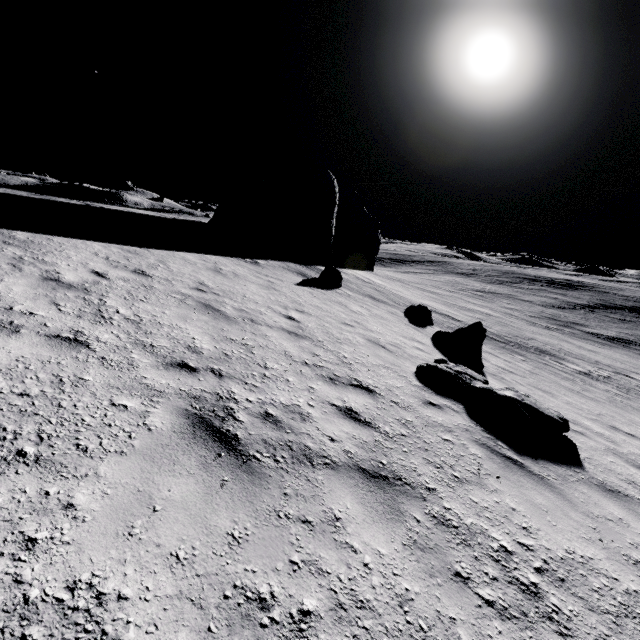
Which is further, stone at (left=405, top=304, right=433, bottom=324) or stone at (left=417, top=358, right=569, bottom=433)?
stone at (left=405, top=304, right=433, bottom=324)

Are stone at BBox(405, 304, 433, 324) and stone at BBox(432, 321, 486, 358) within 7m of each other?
yes

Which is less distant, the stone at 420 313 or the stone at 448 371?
the stone at 448 371

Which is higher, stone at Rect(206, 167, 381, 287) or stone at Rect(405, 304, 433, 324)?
stone at Rect(206, 167, 381, 287)

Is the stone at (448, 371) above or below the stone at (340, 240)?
below

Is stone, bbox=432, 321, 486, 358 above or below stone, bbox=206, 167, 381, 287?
below

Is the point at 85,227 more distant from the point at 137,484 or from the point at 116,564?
the point at 116,564

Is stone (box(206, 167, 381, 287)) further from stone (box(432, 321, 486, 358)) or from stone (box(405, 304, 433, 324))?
stone (box(432, 321, 486, 358))
